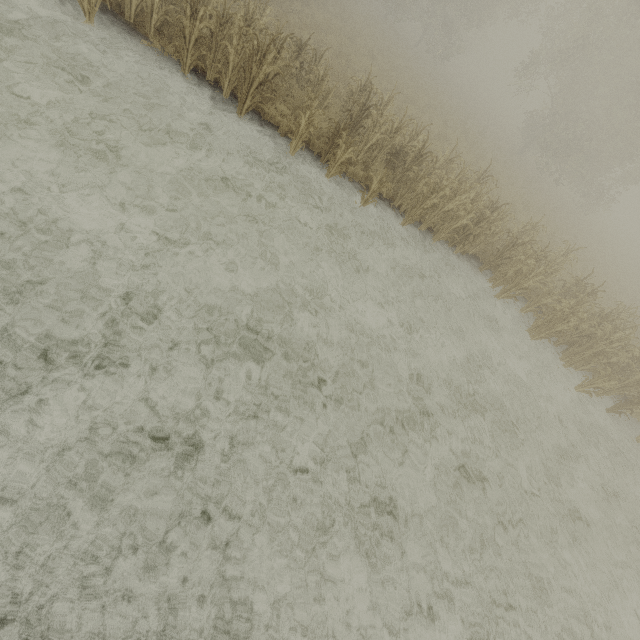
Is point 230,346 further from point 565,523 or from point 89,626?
point 565,523

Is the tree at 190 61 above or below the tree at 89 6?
above

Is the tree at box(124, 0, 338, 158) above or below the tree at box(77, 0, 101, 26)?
above
